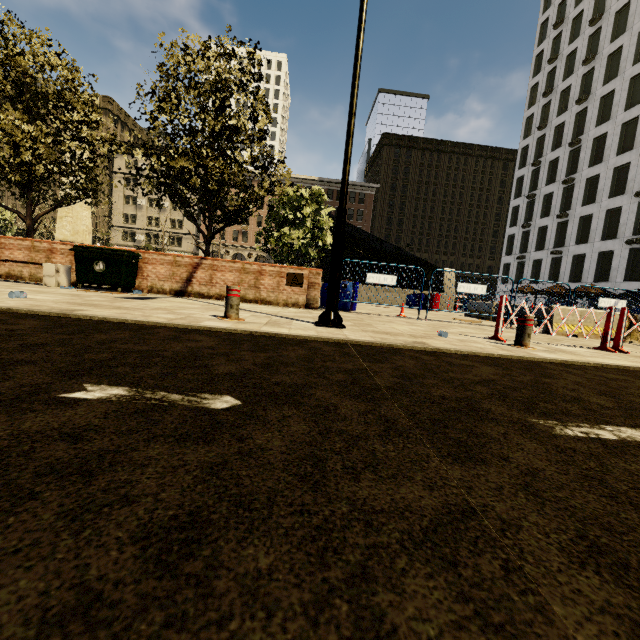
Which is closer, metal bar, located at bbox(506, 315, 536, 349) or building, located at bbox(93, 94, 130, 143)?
metal bar, located at bbox(506, 315, 536, 349)

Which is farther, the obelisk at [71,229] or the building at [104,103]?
the building at [104,103]

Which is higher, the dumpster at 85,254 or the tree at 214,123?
the tree at 214,123

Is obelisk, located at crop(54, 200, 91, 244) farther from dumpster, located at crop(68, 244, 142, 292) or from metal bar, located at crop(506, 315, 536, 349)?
metal bar, located at crop(506, 315, 536, 349)

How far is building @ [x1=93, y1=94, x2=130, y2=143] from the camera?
53.50m

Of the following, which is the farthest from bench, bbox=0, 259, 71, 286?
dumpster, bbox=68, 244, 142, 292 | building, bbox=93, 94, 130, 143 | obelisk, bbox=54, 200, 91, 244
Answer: building, bbox=93, 94, 130, 143

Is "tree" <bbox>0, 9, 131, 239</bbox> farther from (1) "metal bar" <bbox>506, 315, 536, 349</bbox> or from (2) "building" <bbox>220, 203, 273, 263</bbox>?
(1) "metal bar" <bbox>506, 315, 536, 349</bbox>

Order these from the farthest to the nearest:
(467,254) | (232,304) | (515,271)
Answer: (467,254) → (515,271) → (232,304)
